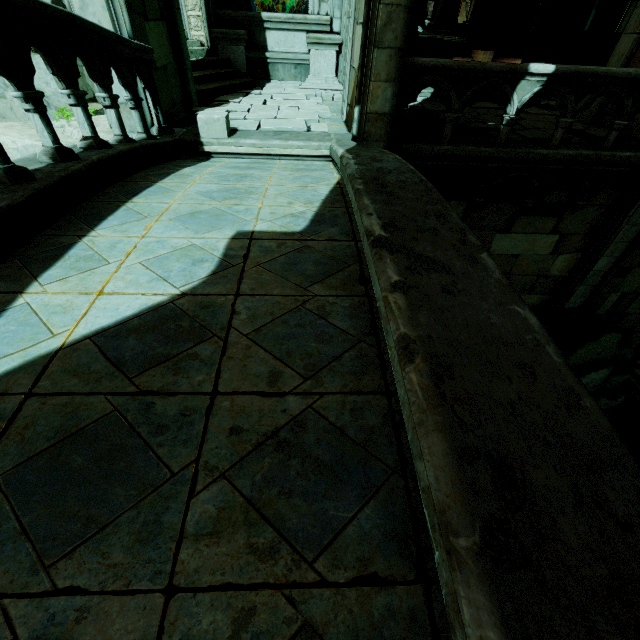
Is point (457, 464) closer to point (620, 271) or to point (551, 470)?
point (551, 470)

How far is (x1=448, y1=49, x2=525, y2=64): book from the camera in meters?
5.0

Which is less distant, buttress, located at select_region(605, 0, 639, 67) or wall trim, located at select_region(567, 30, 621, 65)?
buttress, located at select_region(605, 0, 639, 67)

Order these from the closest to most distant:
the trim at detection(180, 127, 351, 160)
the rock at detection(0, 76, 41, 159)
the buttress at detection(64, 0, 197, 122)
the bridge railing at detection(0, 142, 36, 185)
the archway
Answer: the bridge railing at detection(0, 142, 36, 185) < the buttress at detection(64, 0, 197, 122) < the rock at detection(0, 76, 41, 159) < the trim at detection(180, 127, 351, 160) < the archway

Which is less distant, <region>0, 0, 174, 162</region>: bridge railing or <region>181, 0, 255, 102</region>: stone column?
<region>0, 0, 174, 162</region>: bridge railing

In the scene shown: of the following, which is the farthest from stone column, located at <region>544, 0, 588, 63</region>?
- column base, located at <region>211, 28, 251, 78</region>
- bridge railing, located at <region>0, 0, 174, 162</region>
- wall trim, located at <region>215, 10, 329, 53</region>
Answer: bridge railing, located at <region>0, 0, 174, 162</region>

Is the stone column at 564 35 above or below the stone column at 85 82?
above

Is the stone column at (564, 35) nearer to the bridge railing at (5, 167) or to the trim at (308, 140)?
the trim at (308, 140)
